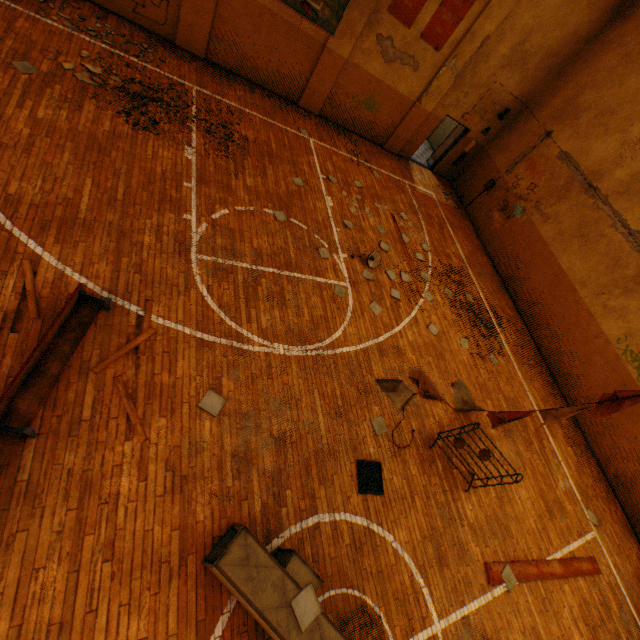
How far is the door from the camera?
13.9m

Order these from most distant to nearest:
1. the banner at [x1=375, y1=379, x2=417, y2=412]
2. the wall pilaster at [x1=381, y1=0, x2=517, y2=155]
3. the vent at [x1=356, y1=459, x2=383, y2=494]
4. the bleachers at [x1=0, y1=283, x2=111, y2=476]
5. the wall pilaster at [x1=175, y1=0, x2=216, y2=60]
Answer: the wall pilaster at [x1=381, y1=0, x2=517, y2=155] → the wall pilaster at [x1=175, y1=0, x2=216, y2=60] → the banner at [x1=375, y1=379, x2=417, y2=412] → the vent at [x1=356, y1=459, x2=383, y2=494] → the bleachers at [x1=0, y1=283, x2=111, y2=476]

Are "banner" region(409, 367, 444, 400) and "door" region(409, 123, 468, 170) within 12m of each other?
yes

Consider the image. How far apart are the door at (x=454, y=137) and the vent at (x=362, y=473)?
13.2 meters

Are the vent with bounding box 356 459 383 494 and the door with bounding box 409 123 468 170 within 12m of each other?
no

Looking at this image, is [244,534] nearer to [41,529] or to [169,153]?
[41,529]

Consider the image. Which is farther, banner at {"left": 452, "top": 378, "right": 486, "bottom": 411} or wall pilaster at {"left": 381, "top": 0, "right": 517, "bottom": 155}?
wall pilaster at {"left": 381, "top": 0, "right": 517, "bottom": 155}

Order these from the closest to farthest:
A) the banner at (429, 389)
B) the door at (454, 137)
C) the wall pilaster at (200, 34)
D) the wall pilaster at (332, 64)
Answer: the banner at (429, 389), the wall pilaster at (200, 34), the wall pilaster at (332, 64), the door at (454, 137)
